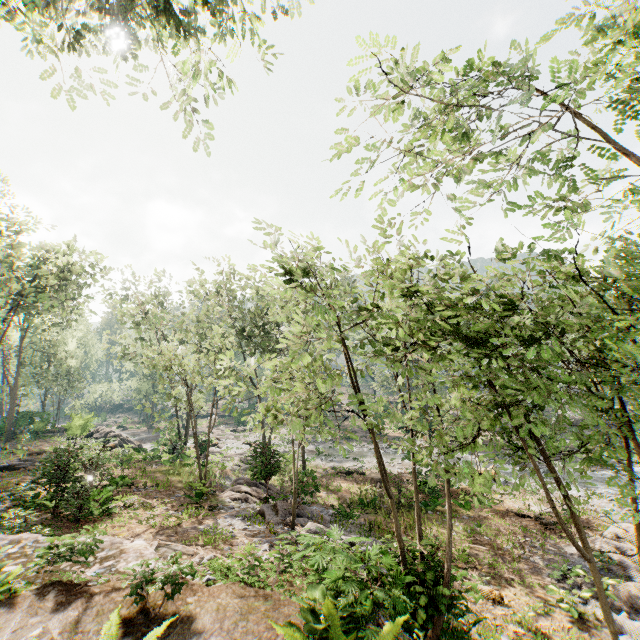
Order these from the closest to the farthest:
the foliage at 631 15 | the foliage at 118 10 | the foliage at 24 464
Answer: the foliage at 631 15
the foliage at 118 10
the foliage at 24 464

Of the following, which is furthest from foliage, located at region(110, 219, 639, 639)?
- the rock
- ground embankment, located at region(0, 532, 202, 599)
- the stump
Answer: the stump

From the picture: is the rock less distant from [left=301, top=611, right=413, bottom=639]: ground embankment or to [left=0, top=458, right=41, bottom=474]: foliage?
[left=0, top=458, right=41, bottom=474]: foliage

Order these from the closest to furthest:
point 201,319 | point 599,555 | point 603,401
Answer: point 603,401, point 599,555, point 201,319

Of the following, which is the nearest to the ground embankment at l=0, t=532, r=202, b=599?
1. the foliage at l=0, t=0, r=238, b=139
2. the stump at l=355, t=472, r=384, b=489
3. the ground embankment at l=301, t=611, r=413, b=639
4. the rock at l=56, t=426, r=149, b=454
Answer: the rock at l=56, t=426, r=149, b=454

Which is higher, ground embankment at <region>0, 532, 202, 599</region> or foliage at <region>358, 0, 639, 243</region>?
foliage at <region>358, 0, 639, 243</region>

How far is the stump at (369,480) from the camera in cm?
2244

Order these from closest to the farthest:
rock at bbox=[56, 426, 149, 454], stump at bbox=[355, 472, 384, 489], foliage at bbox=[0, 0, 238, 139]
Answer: foliage at bbox=[0, 0, 238, 139], stump at bbox=[355, 472, 384, 489], rock at bbox=[56, 426, 149, 454]
